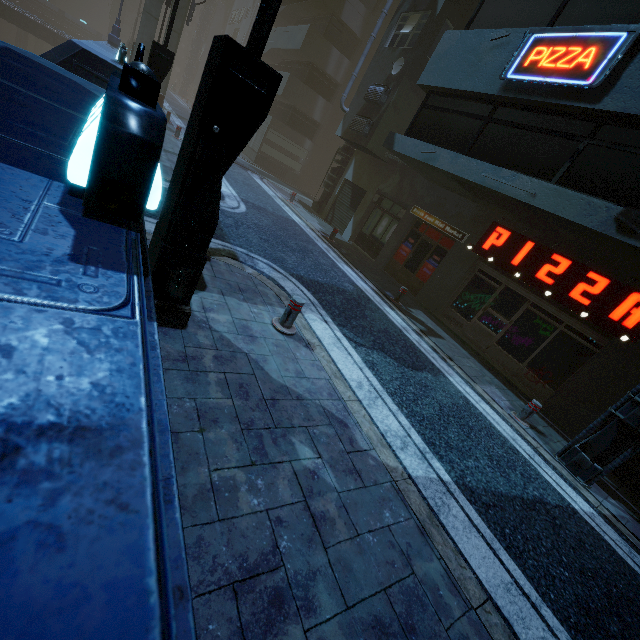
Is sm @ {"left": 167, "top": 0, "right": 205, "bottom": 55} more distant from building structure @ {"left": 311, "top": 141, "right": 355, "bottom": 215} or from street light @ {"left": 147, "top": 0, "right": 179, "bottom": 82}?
street light @ {"left": 147, "top": 0, "right": 179, "bottom": 82}

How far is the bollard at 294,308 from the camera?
5.2m

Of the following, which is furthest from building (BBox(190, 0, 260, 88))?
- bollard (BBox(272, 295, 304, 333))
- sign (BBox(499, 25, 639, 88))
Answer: bollard (BBox(272, 295, 304, 333))

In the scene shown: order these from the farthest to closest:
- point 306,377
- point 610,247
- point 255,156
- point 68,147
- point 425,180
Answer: point 255,156, point 425,180, point 610,247, point 306,377, point 68,147

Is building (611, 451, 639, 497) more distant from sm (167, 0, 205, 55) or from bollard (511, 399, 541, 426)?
bollard (511, 399, 541, 426)

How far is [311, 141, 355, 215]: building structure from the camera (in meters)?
17.73

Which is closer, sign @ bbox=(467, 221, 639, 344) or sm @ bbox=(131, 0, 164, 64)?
sign @ bbox=(467, 221, 639, 344)

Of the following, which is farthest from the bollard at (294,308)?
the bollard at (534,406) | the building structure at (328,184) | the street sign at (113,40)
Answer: the street sign at (113,40)
